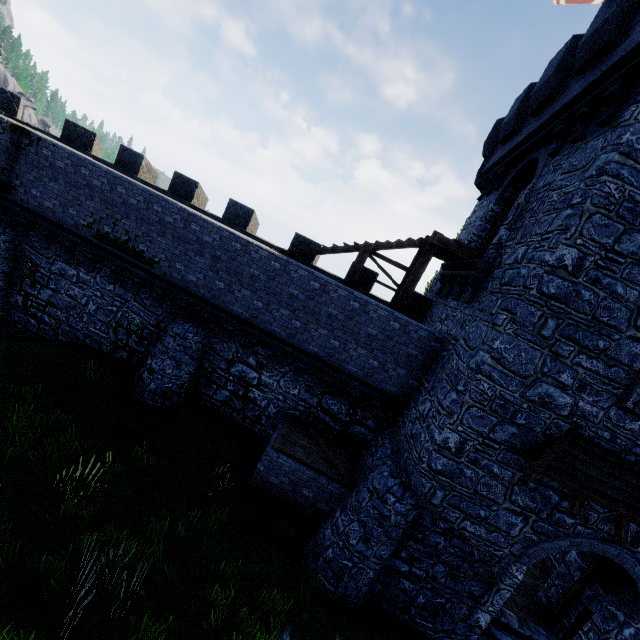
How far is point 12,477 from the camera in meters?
7.1 m

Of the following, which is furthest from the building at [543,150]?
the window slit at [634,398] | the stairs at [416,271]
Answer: the stairs at [416,271]

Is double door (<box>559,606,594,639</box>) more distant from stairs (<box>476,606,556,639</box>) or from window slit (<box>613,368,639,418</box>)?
window slit (<box>613,368,639,418</box>)

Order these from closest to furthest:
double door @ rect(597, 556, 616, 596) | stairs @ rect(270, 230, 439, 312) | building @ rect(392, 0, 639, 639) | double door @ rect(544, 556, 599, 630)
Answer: building @ rect(392, 0, 639, 639) → double door @ rect(597, 556, 616, 596) → double door @ rect(544, 556, 599, 630) → stairs @ rect(270, 230, 439, 312)

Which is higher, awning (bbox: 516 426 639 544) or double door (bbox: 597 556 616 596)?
awning (bbox: 516 426 639 544)

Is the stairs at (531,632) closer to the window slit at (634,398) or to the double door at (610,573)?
the double door at (610,573)

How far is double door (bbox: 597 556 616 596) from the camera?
8.6m
